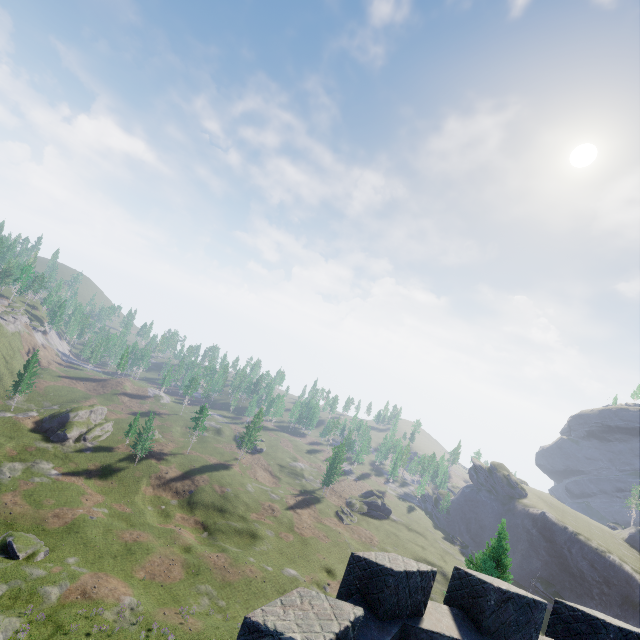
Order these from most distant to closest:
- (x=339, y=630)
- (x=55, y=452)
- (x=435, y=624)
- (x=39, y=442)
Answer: (x=39, y=442) < (x=55, y=452) < (x=435, y=624) < (x=339, y=630)
